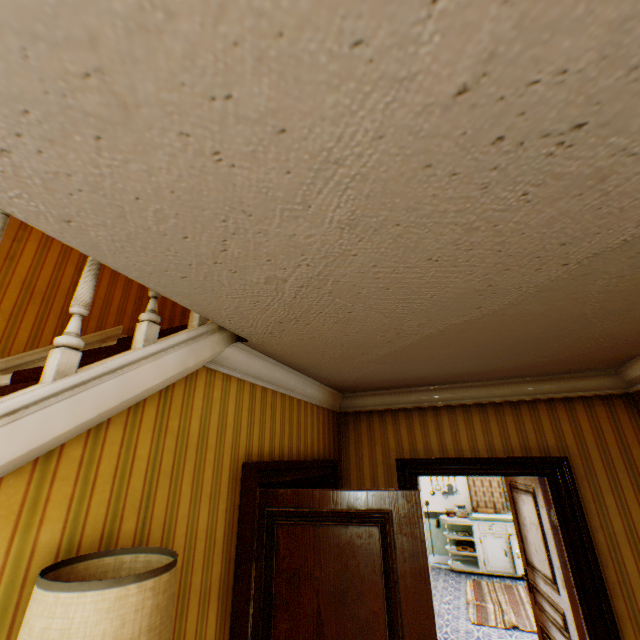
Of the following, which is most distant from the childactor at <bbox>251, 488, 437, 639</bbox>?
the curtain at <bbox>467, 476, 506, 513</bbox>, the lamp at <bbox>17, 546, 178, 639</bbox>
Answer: the curtain at <bbox>467, 476, 506, 513</bbox>

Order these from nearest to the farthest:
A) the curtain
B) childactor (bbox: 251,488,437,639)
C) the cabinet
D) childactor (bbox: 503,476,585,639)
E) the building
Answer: the building, childactor (bbox: 251,488,437,639), childactor (bbox: 503,476,585,639), the cabinet, the curtain

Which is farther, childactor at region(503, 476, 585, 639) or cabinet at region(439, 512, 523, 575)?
cabinet at region(439, 512, 523, 575)

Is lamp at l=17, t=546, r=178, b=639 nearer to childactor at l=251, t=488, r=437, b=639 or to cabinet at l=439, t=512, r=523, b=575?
childactor at l=251, t=488, r=437, b=639

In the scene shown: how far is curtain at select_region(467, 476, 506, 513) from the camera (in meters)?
7.92

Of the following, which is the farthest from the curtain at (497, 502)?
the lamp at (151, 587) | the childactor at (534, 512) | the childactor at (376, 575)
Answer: the lamp at (151, 587)

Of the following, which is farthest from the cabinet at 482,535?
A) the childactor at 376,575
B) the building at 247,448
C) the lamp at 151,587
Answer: the lamp at 151,587

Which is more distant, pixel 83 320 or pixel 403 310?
pixel 83 320
